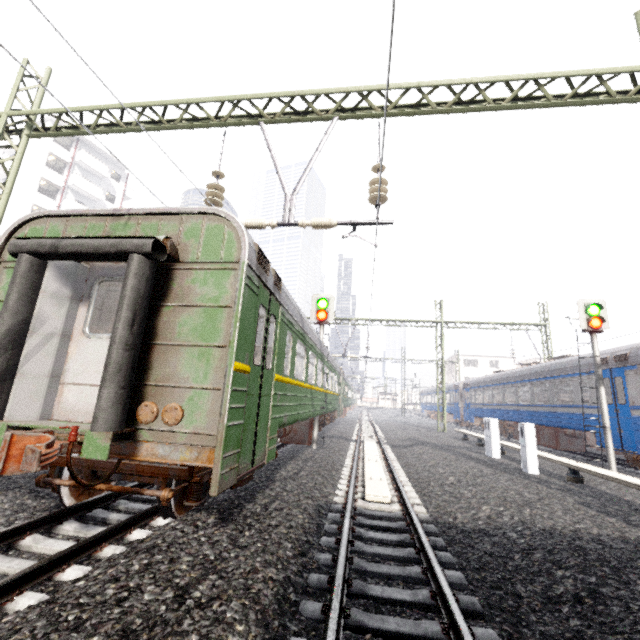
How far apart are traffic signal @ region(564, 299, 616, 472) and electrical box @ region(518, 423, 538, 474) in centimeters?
294cm

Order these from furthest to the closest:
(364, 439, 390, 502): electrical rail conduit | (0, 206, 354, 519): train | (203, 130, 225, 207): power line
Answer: (203, 130, 225, 207): power line, (364, 439, 390, 502): electrical rail conduit, (0, 206, 354, 519): train

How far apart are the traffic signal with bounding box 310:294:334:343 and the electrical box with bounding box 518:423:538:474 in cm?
658

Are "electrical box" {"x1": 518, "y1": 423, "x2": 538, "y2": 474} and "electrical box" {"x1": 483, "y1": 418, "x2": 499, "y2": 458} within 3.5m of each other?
yes

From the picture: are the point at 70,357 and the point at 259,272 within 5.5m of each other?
yes

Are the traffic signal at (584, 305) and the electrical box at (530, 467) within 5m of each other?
yes

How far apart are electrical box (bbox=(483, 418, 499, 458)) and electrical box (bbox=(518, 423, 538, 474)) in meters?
2.4 m

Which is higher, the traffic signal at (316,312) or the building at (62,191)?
the building at (62,191)
